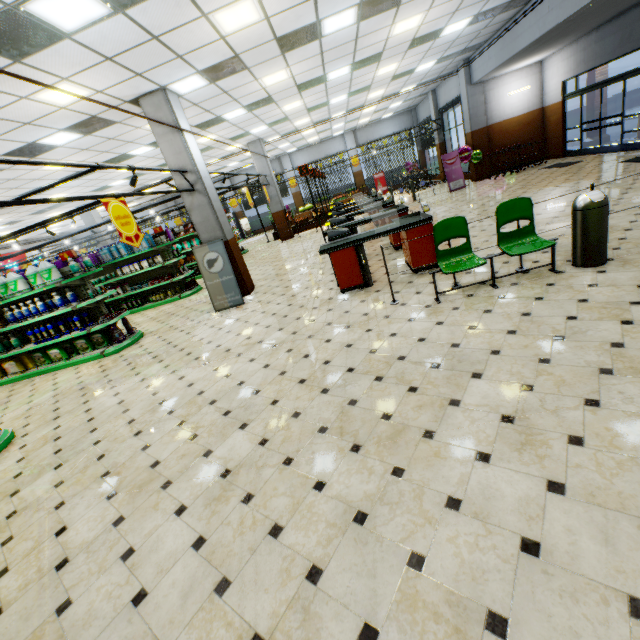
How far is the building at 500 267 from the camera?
5.11m

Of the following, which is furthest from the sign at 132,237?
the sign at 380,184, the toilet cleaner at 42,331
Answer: the sign at 380,184

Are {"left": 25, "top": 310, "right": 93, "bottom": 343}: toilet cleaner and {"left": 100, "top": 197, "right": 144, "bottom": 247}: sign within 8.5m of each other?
yes

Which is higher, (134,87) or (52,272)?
(134,87)

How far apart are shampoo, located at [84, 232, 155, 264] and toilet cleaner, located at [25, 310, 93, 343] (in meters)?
3.97

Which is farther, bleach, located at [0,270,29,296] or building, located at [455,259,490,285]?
bleach, located at [0,270,29,296]

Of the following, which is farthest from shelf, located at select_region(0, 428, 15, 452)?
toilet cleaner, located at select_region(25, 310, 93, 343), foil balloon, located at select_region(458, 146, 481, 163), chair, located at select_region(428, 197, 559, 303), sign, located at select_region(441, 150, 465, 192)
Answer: foil balloon, located at select_region(458, 146, 481, 163)

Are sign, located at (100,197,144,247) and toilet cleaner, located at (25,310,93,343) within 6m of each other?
yes
